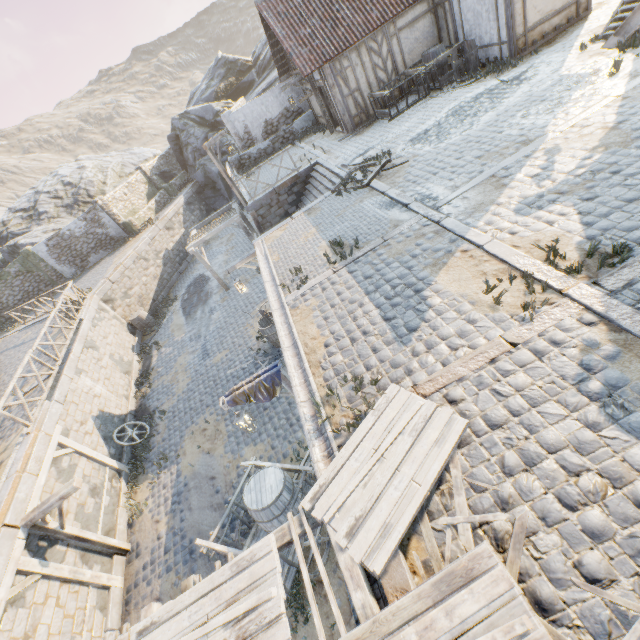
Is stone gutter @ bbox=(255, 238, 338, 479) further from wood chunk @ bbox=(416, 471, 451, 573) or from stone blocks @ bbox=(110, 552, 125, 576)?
wood chunk @ bbox=(416, 471, 451, 573)

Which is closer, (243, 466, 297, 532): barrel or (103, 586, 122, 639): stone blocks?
(243, 466, 297, 532): barrel

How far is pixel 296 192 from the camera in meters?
15.6

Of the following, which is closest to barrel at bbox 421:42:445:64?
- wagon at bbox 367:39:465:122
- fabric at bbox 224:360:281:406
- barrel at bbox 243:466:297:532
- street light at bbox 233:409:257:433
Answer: wagon at bbox 367:39:465:122

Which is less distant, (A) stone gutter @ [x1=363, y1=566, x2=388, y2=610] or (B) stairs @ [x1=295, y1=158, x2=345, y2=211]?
(A) stone gutter @ [x1=363, y1=566, x2=388, y2=610]

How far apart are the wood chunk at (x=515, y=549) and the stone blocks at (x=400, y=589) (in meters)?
0.20

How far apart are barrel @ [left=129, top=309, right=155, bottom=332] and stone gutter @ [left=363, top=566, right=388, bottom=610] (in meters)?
18.91

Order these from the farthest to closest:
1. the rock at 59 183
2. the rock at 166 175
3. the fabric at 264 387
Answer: the rock at 166 175 < the rock at 59 183 < the fabric at 264 387
